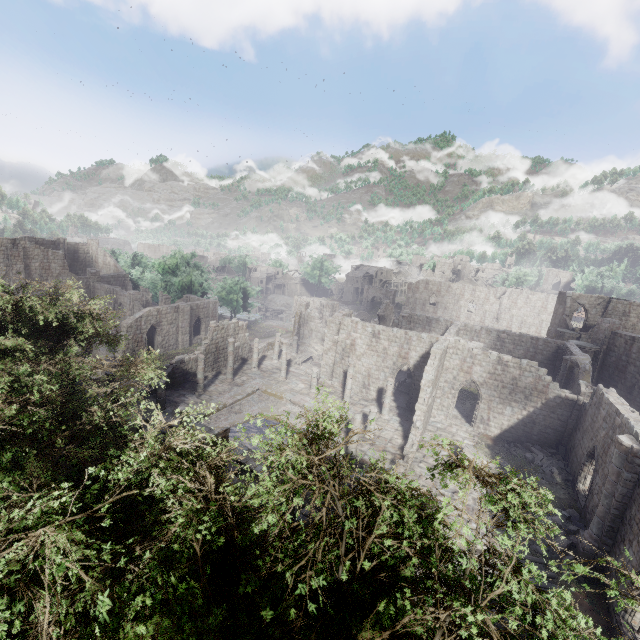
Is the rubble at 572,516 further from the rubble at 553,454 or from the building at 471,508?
Result: the rubble at 553,454

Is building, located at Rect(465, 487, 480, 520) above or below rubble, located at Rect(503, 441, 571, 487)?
below

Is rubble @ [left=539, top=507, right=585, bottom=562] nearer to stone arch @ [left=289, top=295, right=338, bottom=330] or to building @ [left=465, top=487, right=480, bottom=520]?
building @ [left=465, top=487, right=480, bottom=520]

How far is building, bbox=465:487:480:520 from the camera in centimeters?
1711cm

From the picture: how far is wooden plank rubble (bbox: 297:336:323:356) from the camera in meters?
40.1

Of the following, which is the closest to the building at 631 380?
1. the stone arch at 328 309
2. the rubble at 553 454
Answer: the rubble at 553 454

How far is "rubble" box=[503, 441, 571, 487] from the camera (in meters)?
20.38

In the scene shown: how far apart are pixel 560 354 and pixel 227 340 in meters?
31.7 m
